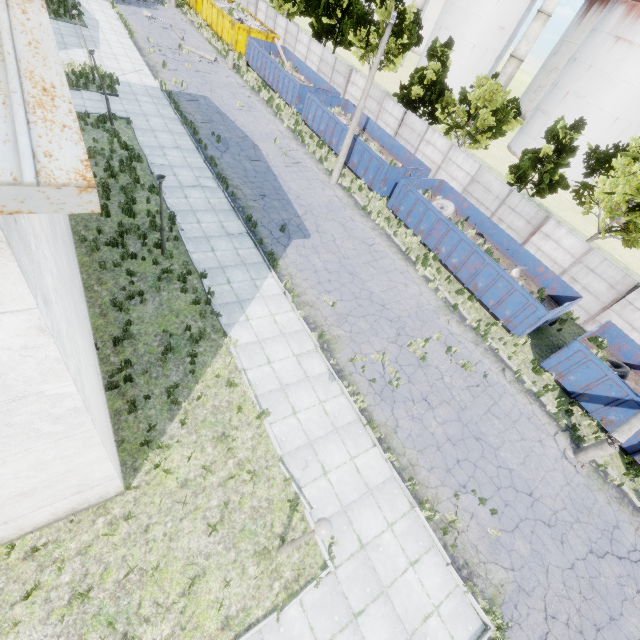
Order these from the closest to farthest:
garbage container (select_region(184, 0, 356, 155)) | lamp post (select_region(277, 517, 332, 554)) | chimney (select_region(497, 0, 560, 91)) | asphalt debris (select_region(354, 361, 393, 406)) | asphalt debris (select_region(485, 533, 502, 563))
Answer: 1. lamp post (select_region(277, 517, 332, 554))
2. asphalt debris (select_region(485, 533, 502, 563))
3. asphalt debris (select_region(354, 361, 393, 406))
4. garbage container (select_region(184, 0, 356, 155))
5. chimney (select_region(497, 0, 560, 91))

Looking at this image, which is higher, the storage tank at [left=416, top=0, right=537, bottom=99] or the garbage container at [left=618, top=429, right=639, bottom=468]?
the storage tank at [left=416, top=0, right=537, bottom=99]

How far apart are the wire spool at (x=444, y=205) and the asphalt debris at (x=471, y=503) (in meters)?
16.11

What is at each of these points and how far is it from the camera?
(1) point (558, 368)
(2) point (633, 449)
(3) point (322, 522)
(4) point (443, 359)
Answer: (1) garbage container, 15.3 meters
(2) garbage container, 13.5 meters
(3) lamp post, 5.4 meters
(4) asphalt debris, 14.1 meters

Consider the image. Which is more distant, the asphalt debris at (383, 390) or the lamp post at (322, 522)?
the asphalt debris at (383, 390)

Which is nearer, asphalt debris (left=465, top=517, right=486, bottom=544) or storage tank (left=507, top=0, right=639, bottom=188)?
asphalt debris (left=465, top=517, right=486, bottom=544)

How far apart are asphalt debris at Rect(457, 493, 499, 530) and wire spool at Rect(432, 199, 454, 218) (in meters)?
16.11

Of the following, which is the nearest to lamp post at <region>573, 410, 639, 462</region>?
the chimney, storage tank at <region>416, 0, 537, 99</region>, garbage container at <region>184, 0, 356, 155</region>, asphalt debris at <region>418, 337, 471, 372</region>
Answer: asphalt debris at <region>418, 337, 471, 372</region>
